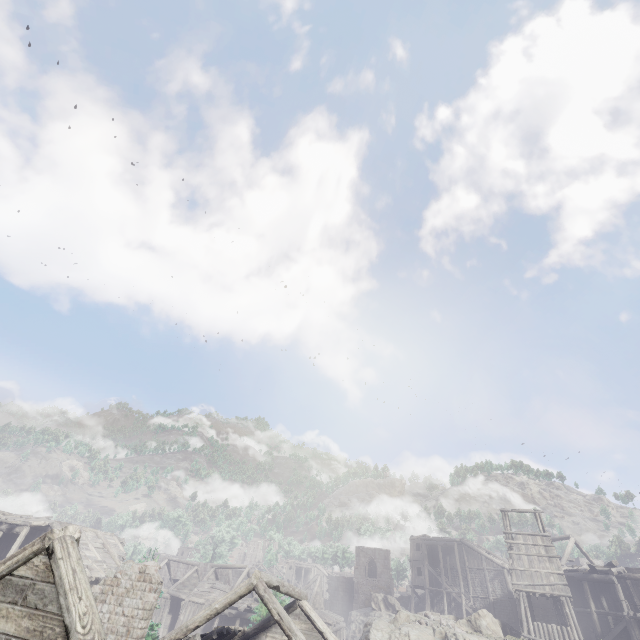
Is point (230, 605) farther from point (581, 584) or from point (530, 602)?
point (581, 584)

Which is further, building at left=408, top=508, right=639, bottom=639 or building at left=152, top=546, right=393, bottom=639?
building at left=408, top=508, right=639, bottom=639

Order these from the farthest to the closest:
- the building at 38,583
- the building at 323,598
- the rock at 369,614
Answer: the rock at 369,614, the building at 323,598, the building at 38,583

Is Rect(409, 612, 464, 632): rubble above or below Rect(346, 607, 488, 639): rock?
above

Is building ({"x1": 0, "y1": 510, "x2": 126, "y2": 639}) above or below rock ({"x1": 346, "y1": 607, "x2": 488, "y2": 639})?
above

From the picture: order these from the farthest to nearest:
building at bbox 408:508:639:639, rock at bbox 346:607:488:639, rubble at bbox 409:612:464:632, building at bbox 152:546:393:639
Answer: building at bbox 408:508:639:639 < rubble at bbox 409:612:464:632 < rock at bbox 346:607:488:639 < building at bbox 152:546:393:639

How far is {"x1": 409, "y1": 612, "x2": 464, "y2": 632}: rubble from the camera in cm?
2202

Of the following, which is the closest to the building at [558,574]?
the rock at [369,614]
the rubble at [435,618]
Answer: the rock at [369,614]
